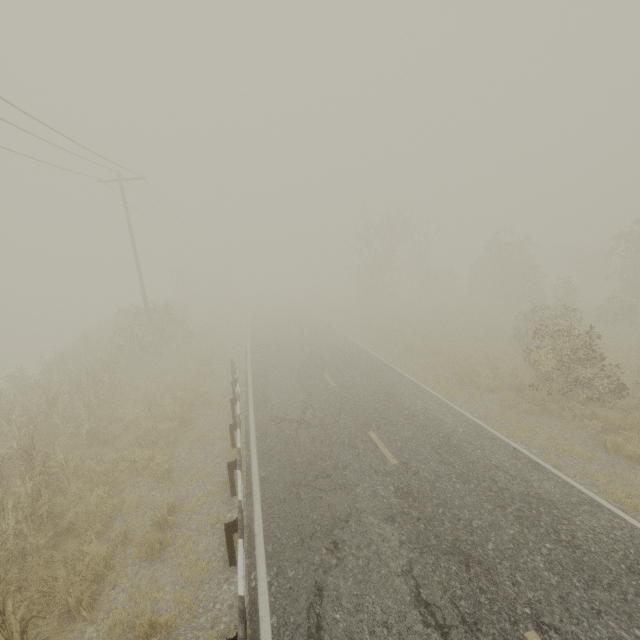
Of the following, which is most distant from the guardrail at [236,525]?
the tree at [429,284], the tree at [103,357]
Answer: the tree at [103,357]

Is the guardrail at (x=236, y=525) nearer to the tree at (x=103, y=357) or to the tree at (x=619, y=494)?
the tree at (x=619, y=494)

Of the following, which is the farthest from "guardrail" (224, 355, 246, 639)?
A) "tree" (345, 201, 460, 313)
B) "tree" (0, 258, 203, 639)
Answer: "tree" (0, 258, 203, 639)

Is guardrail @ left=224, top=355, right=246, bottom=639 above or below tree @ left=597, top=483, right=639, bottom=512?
above

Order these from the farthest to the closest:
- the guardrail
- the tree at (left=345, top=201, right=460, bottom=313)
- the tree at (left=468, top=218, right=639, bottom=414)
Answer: the tree at (left=345, top=201, right=460, bottom=313) → the tree at (left=468, top=218, right=639, bottom=414) → the guardrail

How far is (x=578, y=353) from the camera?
15.9m
